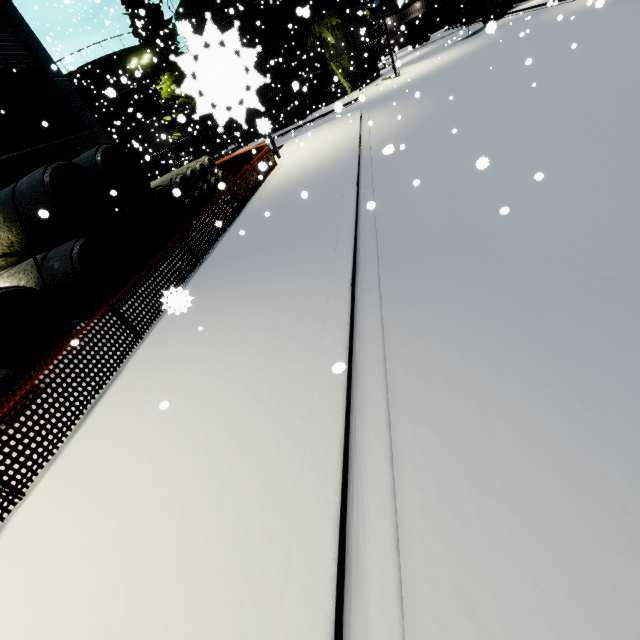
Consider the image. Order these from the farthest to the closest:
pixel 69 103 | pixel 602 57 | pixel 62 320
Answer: pixel 69 103
pixel 602 57
pixel 62 320

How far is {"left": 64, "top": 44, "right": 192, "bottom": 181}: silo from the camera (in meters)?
32.12

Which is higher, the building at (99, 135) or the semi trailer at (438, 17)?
the building at (99, 135)

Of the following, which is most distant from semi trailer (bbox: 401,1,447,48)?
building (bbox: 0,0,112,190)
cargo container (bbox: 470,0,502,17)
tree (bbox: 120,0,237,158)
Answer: building (bbox: 0,0,112,190)

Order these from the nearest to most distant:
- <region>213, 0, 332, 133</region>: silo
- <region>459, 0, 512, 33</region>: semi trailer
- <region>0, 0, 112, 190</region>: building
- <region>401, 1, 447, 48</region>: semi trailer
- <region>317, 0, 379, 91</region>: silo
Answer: <region>213, 0, 332, 133</region>: silo → <region>0, 0, 112, 190</region>: building → <region>317, 0, 379, 91</region>: silo → <region>459, 0, 512, 33</region>: semi trailer → <region>401, 1, 447, 48</region>: semi trailer

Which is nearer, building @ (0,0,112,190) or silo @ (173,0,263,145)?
silo @ (173,0,263,145)

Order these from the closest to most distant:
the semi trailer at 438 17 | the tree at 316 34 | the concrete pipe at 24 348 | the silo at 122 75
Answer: the concrete pipe at 24 348, the tree at 316 34, the silo at 122 75, the semi trailer at 438 17

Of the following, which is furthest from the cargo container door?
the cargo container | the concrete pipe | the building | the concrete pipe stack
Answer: the concrete pipe
